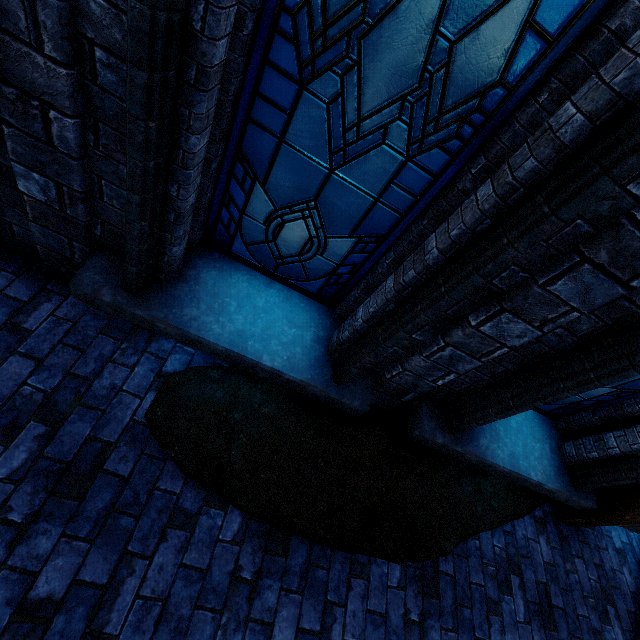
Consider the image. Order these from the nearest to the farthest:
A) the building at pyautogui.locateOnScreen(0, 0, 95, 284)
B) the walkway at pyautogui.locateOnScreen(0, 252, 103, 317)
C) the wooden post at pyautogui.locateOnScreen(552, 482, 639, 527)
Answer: the building at pyautogui.locateOnScreen(0, 0, 95, 284) → the walkway at pyautogui.locateOnScreen(0, 252, 103, 317) → the wooden post at pyautogui.locateOnScreen(552, 482, 639, 527)

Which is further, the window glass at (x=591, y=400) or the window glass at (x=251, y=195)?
the window glass at (x=591, y=400)

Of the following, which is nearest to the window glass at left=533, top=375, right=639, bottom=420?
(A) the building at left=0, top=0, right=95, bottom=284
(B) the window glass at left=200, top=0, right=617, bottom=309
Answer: (A) the building at left=0, top=0, right=95, bottom=284

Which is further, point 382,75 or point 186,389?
point 186,389

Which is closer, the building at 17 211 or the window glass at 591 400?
the building at 17 211

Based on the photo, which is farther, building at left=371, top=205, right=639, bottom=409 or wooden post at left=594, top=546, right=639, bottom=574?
wooden post at left=594, top=546, right=639, bottom=574

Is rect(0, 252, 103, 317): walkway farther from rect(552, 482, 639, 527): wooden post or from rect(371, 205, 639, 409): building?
rect(552, 482, 639, 527): wooden post

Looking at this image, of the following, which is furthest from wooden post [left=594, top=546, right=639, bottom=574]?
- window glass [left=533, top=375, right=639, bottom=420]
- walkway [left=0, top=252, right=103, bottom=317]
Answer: walkway [left=0, top=252, right=103, bottom=317]
